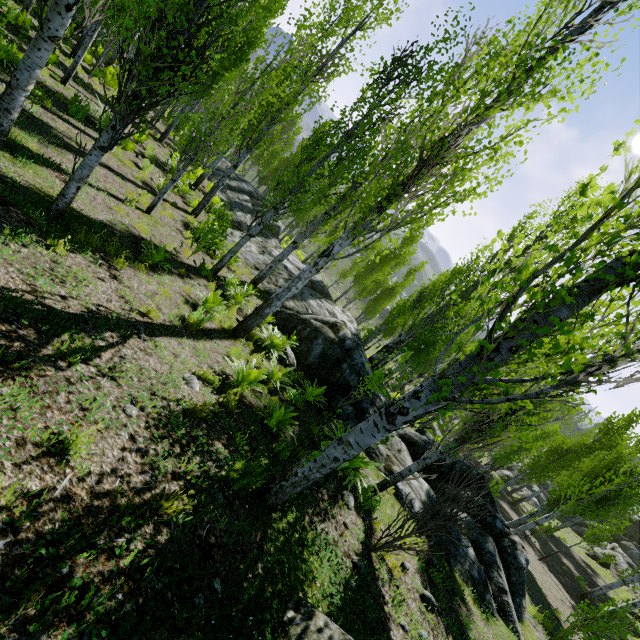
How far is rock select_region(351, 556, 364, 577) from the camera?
4.6m

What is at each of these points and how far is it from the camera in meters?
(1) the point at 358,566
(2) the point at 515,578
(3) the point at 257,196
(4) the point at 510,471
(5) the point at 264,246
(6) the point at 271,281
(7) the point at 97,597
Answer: (1) rock, 4.7 m
(2) rock, 9.0 m
(3) rock, 24.2 m
(4) rock, 39.1 m
(5) rock, 18.0 m
(6) rock, 15.2 m
(7) instancedfoliageactor, 2.0 m

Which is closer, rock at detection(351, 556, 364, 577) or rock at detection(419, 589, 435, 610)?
rock at detection(351, 556, 364, 577)

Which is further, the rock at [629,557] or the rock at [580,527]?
the rock at [580,527]

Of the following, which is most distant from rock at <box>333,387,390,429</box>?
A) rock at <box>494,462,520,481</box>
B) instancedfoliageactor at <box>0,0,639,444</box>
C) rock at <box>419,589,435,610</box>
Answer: rock at <box>494,462,520,481</box>

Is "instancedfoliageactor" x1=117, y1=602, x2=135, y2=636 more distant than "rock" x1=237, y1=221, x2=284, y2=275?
No

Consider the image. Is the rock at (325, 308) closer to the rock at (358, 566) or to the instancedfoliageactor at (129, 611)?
the instancedfoliageactor at (129, 611)

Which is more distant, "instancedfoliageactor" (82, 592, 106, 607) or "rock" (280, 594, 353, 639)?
"rock" (280, 594, 353, 639)
